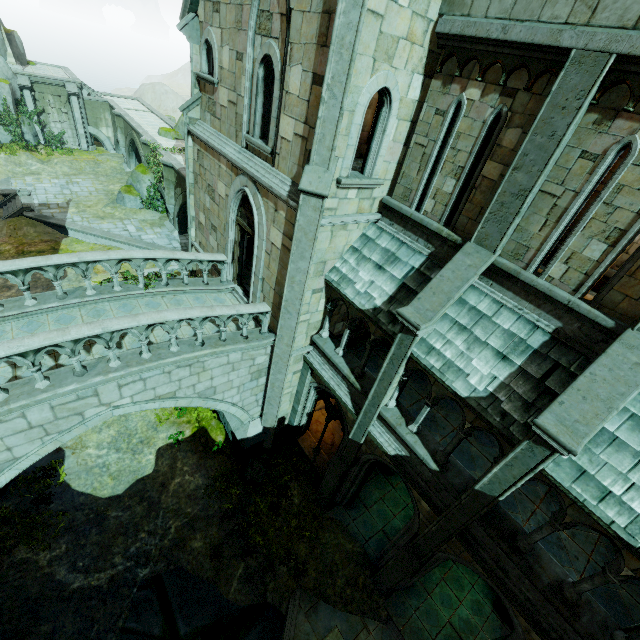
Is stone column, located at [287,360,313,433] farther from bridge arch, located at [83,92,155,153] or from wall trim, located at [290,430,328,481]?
bridge arch, located at [83,92,155,153]

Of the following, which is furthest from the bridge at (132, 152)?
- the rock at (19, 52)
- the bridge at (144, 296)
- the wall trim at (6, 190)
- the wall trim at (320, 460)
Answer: the wall trim at (320, 460)

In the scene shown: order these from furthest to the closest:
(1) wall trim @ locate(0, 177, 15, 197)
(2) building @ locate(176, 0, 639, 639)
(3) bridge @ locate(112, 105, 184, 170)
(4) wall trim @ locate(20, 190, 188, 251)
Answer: (3) bridge @ locate(112, 105, 184, 170), (1) wall trim @ locate(0, 177, 15, 197), (4) wall trim @ locate(20, 190, 188, 251), (2) building @ locate(176, 0, 639, 639)

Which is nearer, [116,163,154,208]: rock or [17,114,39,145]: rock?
[116,163,154,208]: rock

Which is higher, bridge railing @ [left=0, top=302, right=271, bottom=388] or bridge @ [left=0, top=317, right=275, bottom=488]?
bridge railing @ [left=0, top=302, right=271, bottom=388]

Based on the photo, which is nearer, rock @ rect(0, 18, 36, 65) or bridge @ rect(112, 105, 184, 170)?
bridge @ rect(112, 105, 184, 170)

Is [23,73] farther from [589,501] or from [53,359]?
[589,501]

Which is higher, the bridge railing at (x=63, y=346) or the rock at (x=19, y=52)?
the rock at (x=19, y=52)
